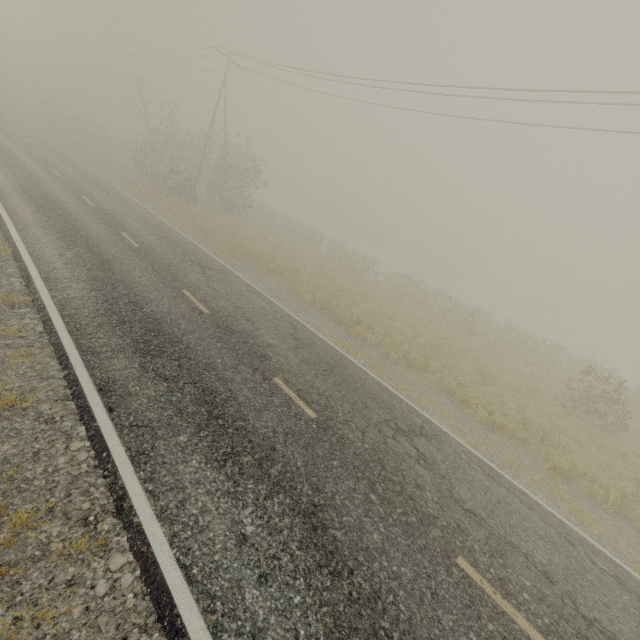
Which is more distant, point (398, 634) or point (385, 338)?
point (385, 338)
